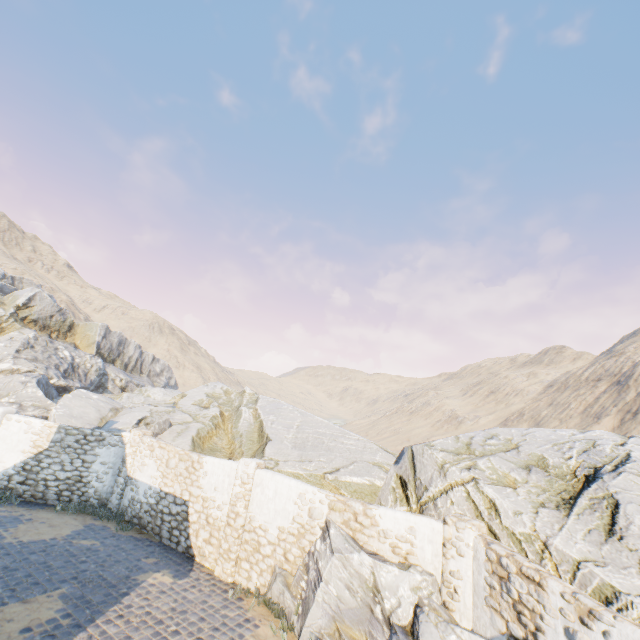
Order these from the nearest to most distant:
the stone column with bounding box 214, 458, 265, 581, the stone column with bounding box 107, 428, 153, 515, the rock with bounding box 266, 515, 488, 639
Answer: the rock with bounding box 266, 515, 488, 639
the stone column with bounding box 214, 458, 265, 581
the stone column with bounding box 107, 428, 153, 515

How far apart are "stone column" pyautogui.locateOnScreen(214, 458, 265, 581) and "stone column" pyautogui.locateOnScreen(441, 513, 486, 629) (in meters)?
5.62

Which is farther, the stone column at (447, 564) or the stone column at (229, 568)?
the stone column at (229, 568)

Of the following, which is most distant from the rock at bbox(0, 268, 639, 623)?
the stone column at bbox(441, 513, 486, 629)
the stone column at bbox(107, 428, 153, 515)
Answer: the stone column at bbox(107, 428, 153, 515)

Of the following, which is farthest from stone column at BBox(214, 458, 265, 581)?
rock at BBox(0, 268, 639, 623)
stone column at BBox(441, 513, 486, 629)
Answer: stone column at BBox(441, 513, 486, 629)

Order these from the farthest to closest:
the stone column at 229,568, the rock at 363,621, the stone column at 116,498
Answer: the stone column at 116,498, the stone column at 229,568, the rock at 363,621

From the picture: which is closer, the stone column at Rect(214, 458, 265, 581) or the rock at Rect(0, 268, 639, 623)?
the rock at Rect(0, 268, 639, 623)

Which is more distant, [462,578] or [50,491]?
[50,491]
